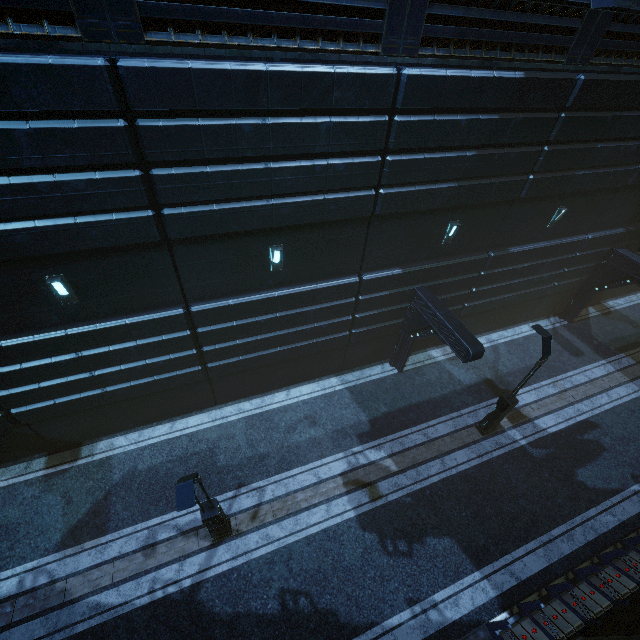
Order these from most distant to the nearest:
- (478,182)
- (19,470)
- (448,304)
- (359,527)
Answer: (448,304)
(19,470)
(359,527)
(478,182)

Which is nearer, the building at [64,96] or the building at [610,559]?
the building at [64,96]

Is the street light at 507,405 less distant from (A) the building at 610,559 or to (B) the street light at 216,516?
(A) the building at 610,559

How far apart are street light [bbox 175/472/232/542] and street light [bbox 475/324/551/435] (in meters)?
10.57

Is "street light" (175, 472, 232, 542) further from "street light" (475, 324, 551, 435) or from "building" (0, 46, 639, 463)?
"street light" (475, 324, 551, 435)

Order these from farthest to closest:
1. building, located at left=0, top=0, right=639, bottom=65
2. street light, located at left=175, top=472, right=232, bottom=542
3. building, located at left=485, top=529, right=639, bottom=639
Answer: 1. building, located at left=485, top=529, right=639, bottom=639
2. street light, located at left=175, top=472, right=232, bottom=542
3. building, located at left=0, top=0, right=639, bottom=65

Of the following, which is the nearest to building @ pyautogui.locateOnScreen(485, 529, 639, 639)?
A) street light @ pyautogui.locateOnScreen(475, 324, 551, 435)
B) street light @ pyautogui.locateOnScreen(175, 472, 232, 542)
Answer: street light @ pyautogui.locateOnScreen(475, 324, 551, 435)
